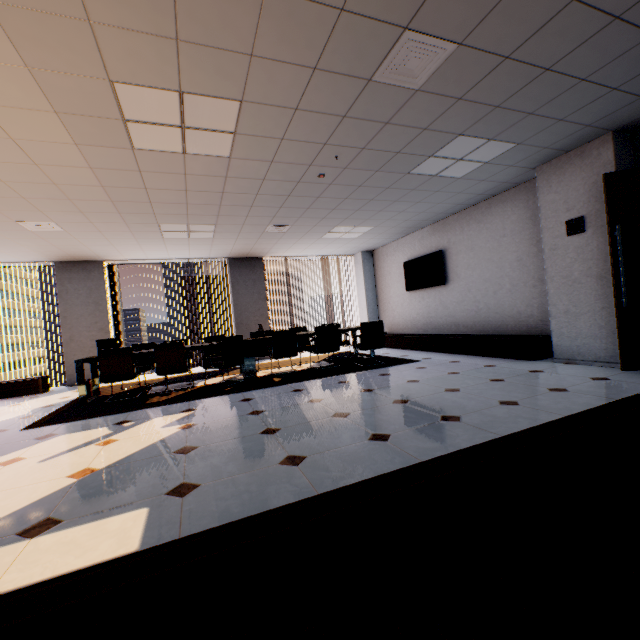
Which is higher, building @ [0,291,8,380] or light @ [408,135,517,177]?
light @ [408,135,517,177]

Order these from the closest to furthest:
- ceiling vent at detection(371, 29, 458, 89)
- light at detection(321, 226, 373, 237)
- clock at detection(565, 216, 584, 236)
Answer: ceiling vent at detection(371, 29, 458, 89) → clock at detection(565, 216, 584, 236) → light at detection(321, 226, 373, 237)

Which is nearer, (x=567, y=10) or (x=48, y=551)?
(x=48, y=551)

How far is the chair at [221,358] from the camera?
5.55m

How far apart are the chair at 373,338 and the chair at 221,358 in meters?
2.2 m

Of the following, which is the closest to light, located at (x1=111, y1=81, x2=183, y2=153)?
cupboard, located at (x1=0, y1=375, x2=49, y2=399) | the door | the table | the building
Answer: the table

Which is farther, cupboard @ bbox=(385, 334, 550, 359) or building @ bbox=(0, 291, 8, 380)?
building @ bbox=(0, 291, 8, 380)

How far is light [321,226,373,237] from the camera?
7.2 meters
